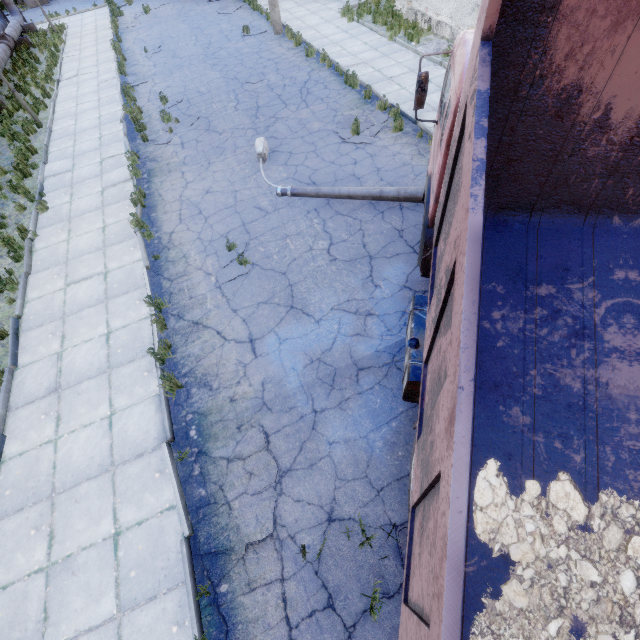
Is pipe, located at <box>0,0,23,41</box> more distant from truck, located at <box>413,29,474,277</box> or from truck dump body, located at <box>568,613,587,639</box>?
truck dump body, located at <box>568,613,587,639</box>

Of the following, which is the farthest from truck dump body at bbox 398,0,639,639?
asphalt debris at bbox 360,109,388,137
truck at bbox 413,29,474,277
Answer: asphalt debris at bbox 360,109,388,137

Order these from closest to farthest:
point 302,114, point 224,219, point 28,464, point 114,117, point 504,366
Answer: point 504,366 < point 28,464 < point 224,219 < point 302,114 < point 114,117

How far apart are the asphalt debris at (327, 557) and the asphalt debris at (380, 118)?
10.0 meters

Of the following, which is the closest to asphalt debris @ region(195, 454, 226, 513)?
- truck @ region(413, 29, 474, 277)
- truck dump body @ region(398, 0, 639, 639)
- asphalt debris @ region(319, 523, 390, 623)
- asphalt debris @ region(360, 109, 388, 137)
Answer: asphalt debris @ region(319, 523, 390, 623)

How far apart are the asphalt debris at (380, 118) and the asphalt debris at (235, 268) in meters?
Result: 4.9

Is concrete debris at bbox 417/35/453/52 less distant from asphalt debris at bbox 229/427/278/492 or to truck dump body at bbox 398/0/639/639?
truck dump body at bbox 398/0/639/639

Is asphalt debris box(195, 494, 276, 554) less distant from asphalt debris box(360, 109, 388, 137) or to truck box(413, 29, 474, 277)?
truck box(413, 29, 474, 277)
